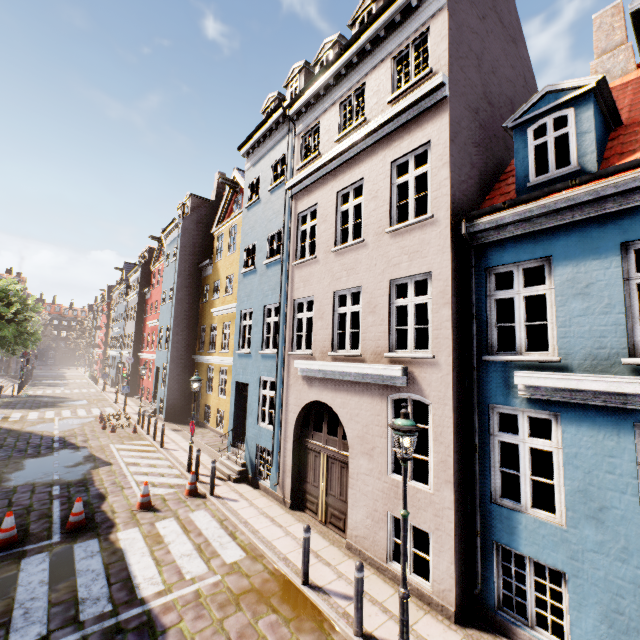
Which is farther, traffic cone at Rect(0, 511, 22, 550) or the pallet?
the pallet

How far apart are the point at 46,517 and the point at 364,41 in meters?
15.9 m

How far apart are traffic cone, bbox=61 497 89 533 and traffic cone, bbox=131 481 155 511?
1.0 meters

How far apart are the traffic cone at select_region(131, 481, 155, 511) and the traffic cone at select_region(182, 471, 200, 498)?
0.9m

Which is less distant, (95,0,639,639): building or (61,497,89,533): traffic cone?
(95,0,639,639): building

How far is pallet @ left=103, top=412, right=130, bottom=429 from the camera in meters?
19.2 m

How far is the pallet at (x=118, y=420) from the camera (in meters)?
19.19

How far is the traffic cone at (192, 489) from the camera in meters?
10.6
